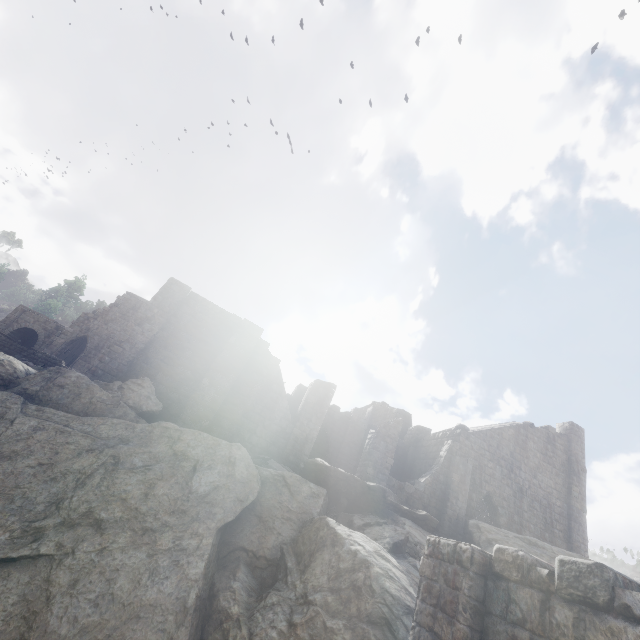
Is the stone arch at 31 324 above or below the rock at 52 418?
above

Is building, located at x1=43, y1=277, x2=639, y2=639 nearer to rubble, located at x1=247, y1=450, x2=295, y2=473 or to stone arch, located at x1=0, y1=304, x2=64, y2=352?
rubble, located at x1=247, y1=450, x2=295, y2=473

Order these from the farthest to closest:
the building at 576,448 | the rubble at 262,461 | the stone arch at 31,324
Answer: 1. the stone arch at 31,324
2. the rubble at 262,461
3. the building at 576,448

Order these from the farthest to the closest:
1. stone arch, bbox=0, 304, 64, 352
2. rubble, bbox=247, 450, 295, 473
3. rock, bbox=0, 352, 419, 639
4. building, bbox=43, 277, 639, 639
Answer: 1. stone arch, bbox=0, 304, 64, 352
2. rubble, bbox=247, 450, 295, 473
3. rock, bbox=0, 352, 419, 639
4. building, bbox=43, 277, 639, 639

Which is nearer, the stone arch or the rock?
the rock

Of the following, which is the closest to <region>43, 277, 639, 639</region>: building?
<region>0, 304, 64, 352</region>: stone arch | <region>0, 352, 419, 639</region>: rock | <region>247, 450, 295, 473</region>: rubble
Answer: <region>0, 352, 419, 639</region>: rock

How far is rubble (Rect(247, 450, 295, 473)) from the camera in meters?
13.9

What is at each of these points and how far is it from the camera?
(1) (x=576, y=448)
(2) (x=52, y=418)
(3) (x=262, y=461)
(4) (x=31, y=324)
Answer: (1) building, 23.4 meters
(2) rock, 10.9 meters
(3) rubble, 15.0 meters
(4) stone arch, 30.1 meters
